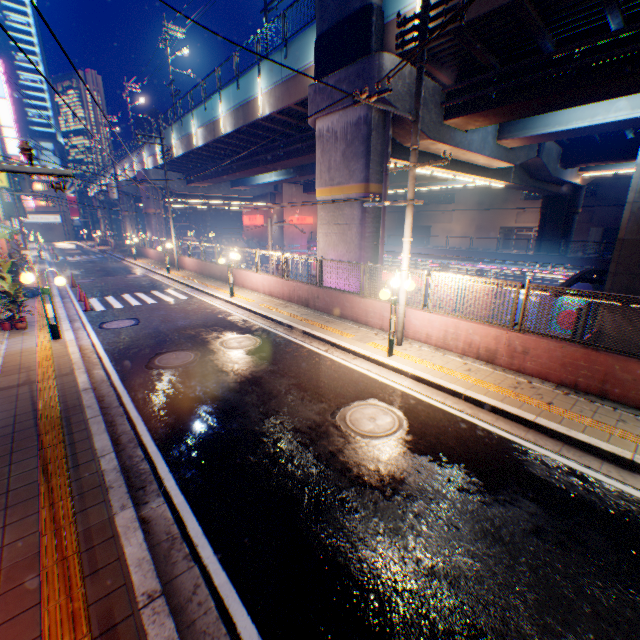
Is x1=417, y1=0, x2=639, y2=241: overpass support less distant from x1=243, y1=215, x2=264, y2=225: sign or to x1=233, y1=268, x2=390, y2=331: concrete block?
x1=233, y1=268, x2=390, y2=331: concrete block

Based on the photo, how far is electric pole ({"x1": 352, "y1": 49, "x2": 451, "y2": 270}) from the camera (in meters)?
6.88

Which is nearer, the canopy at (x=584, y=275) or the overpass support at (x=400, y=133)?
the overpass support at (x=400, y=133)

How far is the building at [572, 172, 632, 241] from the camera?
37.1m

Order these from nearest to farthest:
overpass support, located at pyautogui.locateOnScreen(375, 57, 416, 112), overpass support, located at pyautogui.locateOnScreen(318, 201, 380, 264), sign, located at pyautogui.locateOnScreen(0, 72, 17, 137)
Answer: overpass support, located at pyautogui.locateOnScreen(375, 57, 416, 112) < overpass support, located at pyautogui.locateOnScreen(318, 201, 380, 264) < sign, located at pyautogui.locateOnScreen(0, 72, 17, 137)

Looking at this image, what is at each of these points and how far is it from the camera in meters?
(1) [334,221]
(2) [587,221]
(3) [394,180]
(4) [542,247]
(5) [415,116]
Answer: (1) overpass support, 14.2
(2) building, 40.0
(3) overpass support, 35.1
(4) overpass support, 34.1
(5) electric pole, 8.0

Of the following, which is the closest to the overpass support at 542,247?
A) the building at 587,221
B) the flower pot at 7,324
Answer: the building at 587,221

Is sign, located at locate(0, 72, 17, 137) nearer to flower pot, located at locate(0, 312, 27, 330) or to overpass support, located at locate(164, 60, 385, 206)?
overpass support, located at locate(164, 60, 385, 206)
